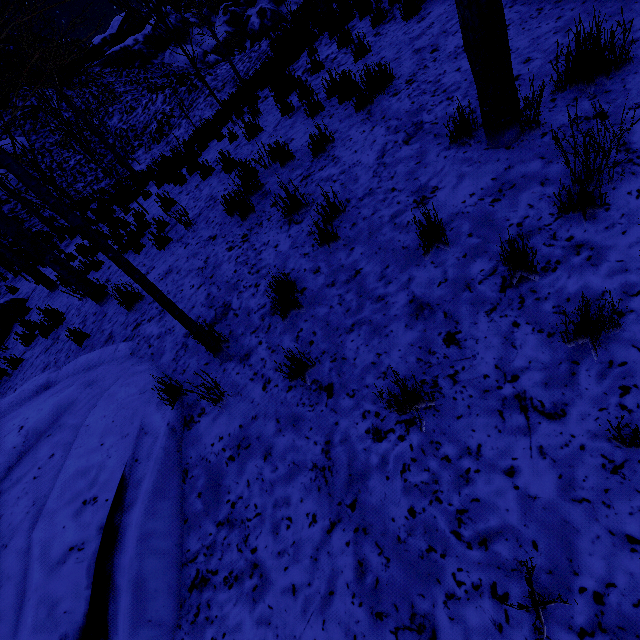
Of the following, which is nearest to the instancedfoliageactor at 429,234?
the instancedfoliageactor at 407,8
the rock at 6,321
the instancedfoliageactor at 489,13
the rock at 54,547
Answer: the instancedfoliageactor at 489,13

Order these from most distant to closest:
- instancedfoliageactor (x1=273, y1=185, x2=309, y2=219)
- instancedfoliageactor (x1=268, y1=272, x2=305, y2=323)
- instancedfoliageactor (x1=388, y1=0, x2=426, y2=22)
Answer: instancedfoliageactor (x1=388, y1=0, x2=426, y2=22)
instancedfoliageactor (x1=273, y1=185, x2=309, y2=219)
instancedfoliageactor (x1=268, y1=272, x2=305, y2=323)

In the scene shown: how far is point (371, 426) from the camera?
2.2 meters

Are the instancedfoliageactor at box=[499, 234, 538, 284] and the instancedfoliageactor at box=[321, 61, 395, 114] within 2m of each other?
no

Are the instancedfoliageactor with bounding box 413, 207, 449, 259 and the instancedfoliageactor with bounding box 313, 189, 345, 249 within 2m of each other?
yes

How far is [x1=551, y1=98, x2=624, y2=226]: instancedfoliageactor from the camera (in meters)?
2.01

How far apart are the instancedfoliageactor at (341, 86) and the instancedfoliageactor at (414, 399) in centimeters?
396cm

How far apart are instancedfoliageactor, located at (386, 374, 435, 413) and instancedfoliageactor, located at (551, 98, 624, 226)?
1.0 meters
